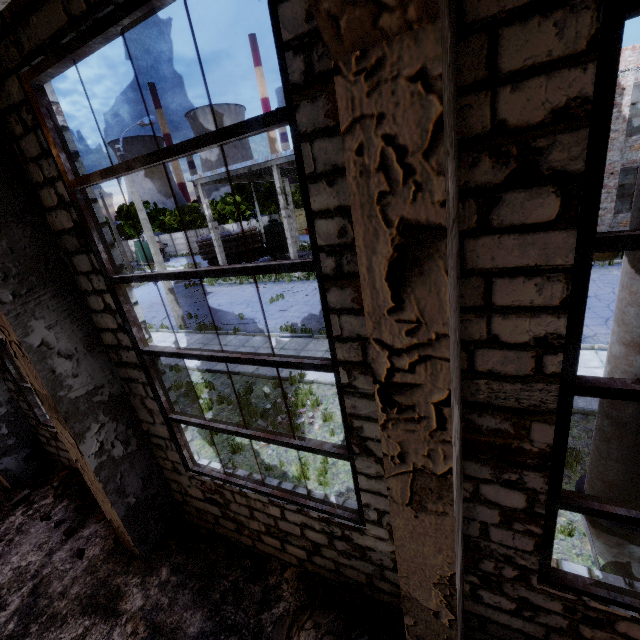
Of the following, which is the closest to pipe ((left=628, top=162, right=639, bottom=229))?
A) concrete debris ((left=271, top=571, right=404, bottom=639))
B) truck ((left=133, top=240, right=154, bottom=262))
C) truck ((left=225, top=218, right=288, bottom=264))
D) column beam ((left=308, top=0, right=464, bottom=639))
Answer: column beam ((left=308, top=0, right=464, bottom=639))

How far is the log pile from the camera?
29.1m

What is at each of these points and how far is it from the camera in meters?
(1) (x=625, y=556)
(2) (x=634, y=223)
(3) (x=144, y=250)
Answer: (1) pipe, 3.5
(2) pipe, 2.6
(3) truck, 50.4

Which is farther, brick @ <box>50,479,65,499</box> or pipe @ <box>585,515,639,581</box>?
brick @ <box>50,479,65,499</box>

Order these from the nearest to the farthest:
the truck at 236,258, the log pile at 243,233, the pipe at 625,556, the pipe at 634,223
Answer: the pipe at 634,223
the pipe at 625,556
the log pile at 243,233
the truck at 236,258

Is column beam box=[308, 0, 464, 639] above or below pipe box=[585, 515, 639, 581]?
above

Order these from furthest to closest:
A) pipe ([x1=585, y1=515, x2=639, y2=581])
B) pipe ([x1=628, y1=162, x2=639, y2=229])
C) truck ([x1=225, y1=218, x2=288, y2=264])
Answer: truck ([x1=225, y1=218, x2=288, y2=264]) → pipe ([x1=585, y1=515, x2=639, y2=581]) → pipe ([x1=628, y1=162, x2=639, y2=229])

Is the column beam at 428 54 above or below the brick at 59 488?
above
